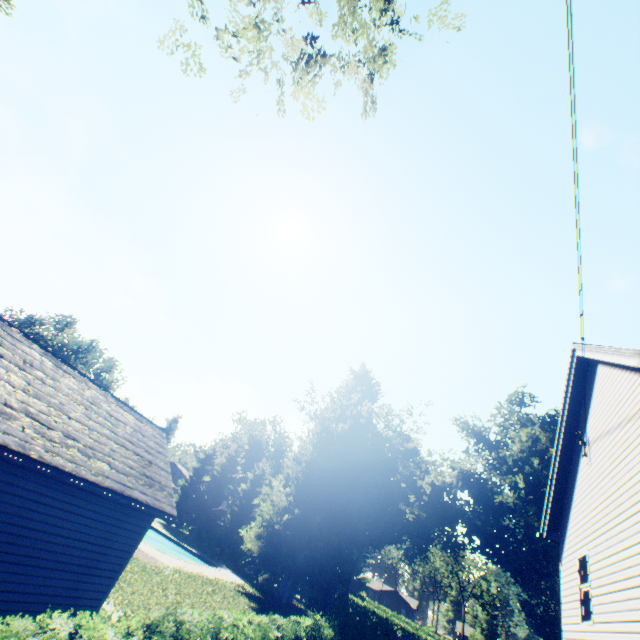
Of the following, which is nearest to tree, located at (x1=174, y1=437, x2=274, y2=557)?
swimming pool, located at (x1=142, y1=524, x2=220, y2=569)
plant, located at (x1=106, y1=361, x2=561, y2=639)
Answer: plant, located at (x1=106, y1=361, x2=561, y2=639)

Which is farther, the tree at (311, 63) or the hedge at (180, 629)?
the tree at (311, 63)

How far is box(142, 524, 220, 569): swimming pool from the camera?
30.3 meters

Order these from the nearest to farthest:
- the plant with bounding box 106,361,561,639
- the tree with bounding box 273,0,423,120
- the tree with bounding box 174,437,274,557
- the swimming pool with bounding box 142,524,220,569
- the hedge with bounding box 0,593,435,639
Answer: the hedge with bounding box 0,593,435,639 → the tree with bounding box 273,0,423,120 → the plant with bounding box 106,361,561,639 → the swimming pool with bounding box 142,524,220,569 → the tree with bounding box 174,437,274,557

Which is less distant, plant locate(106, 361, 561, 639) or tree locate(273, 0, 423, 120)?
tree locate(273, 0, 423, 120)

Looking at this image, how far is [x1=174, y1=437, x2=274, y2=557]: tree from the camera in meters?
41.7 m

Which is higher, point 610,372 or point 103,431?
point 610,372

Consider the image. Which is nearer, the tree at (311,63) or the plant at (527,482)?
the tree at (311,63)
